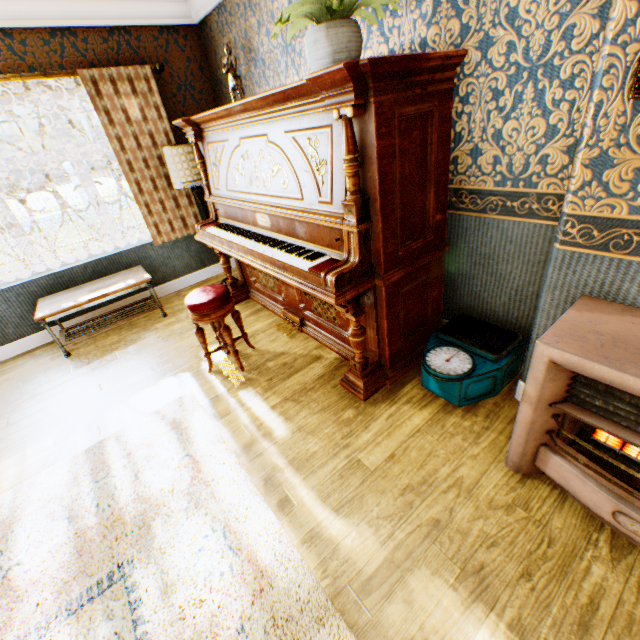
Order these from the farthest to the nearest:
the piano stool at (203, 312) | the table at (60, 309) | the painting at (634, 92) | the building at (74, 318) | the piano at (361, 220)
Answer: the building at (74, 318), the table at (60, 309), the piano stool at (203, 312), the piano at (361, 220), the painting at (634, 92)

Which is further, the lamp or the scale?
the lamp

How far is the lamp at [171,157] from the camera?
3.6 meters

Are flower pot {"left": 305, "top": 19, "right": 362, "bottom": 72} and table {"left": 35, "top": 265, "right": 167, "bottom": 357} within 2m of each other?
no

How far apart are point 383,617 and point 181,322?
3.5 meters

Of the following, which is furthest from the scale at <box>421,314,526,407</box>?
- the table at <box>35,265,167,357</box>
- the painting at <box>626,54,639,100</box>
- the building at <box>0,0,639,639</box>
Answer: the table at <box>35,265,167,357</box>

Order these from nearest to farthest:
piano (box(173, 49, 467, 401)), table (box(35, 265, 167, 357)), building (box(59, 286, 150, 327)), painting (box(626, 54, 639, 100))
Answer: painting (box(626, 54, 639, 100)), piano (box(173, 49, 467, 401)), table (box(35, 265, 167, 357)), building (box(59, 286, 150, 327))

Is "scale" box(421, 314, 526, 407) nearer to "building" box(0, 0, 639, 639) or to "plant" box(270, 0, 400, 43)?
"building" box(0, 0, 639, 639)
